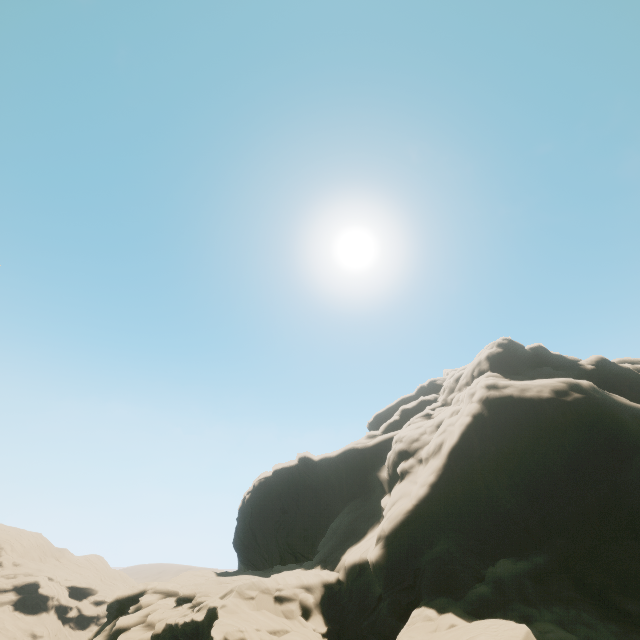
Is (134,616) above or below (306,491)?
below
